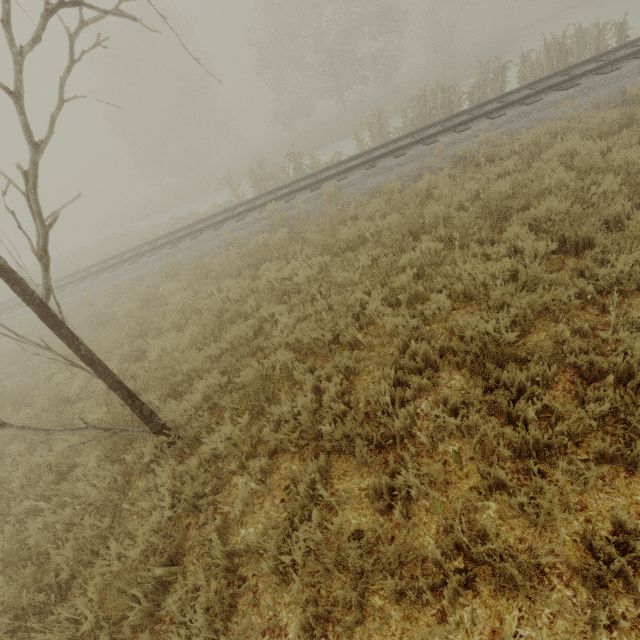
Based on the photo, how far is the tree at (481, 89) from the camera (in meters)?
13.27

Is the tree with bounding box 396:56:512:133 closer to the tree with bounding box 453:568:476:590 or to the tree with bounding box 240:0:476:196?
the tree with bounding box 453:568:476:590

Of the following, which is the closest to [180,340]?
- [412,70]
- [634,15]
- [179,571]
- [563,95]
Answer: [179,571]

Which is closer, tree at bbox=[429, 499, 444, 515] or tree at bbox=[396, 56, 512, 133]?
tree at bbox=[429, 499, 444, 515]

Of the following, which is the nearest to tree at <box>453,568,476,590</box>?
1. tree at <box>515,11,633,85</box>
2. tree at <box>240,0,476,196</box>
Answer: tree at <box>515,11,633,85</box>

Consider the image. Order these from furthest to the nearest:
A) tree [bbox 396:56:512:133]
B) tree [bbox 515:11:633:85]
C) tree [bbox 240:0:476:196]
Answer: tree [bbox 240:0:476:196] < tree [bbox 396:56:512:133] < tree [bbox 515:11:633:85]

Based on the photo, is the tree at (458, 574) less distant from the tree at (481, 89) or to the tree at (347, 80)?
the tree at (481, 89)
